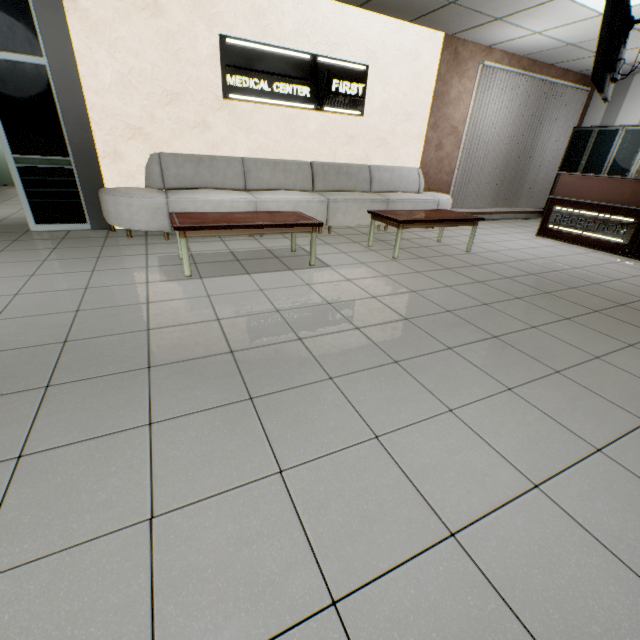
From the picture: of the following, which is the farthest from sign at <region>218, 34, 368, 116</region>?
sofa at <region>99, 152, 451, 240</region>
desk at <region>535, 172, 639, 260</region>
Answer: desk at <region>535, 172, 639, 260</region>

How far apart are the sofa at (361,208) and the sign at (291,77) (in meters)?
0.78

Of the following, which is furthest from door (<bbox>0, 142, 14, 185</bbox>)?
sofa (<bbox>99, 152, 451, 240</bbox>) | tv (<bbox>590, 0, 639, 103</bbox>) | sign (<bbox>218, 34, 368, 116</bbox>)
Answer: tv (<bbox>590, 0, 639, 103</bbox>)

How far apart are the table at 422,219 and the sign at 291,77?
2.1m

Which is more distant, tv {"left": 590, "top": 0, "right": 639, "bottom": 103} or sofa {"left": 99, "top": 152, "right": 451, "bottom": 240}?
sofa {"left": 99, "top": 152, "right": 451, "bottom": 240}

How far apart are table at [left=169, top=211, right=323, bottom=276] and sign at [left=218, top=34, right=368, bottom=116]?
2.1 meters

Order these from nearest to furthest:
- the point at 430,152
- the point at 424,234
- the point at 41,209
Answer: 1. the point at 41,209
2. the point at 424,234
3. the point at 430,152

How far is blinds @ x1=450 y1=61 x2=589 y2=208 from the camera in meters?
6.7
